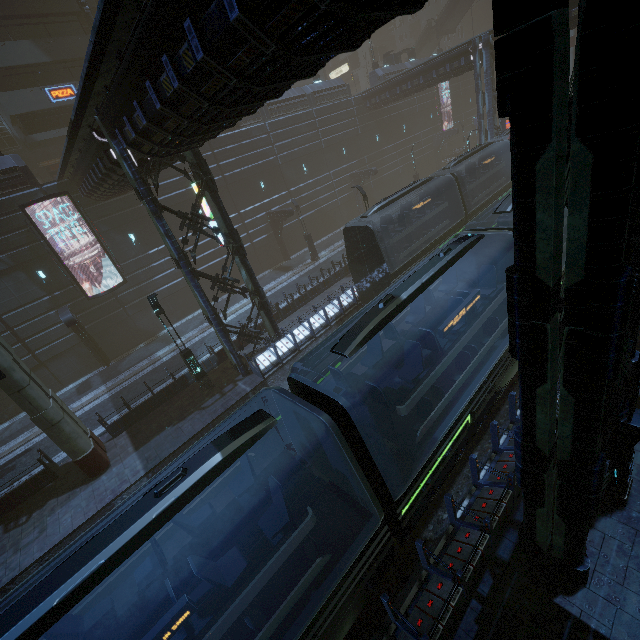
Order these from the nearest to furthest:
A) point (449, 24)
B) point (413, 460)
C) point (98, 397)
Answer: point (413, 460)
point (98, 397)
point (449, 24)

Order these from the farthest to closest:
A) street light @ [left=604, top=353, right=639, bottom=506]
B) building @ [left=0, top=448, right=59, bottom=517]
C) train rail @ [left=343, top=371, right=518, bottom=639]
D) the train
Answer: building @ [left=0, top=448, right=59, bottom=517], train rail @ [left=343, top=371, right=518, bottom=639], street light @ [left=604, top=353, right=639, bottom=506], the train

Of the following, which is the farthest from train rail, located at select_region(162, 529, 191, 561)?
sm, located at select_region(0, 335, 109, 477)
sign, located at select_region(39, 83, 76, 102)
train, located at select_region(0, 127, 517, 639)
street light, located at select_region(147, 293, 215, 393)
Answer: sign, located at select_region(39, 83, 76, 102)

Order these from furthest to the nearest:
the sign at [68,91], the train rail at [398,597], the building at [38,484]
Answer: the sign at [68,91] < the building at [38,484] < the train rail at [398,597]

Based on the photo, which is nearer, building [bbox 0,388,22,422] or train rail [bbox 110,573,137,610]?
train rail [bbox 110,573,137,610]

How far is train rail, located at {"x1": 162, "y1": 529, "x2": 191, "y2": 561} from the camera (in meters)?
10.66

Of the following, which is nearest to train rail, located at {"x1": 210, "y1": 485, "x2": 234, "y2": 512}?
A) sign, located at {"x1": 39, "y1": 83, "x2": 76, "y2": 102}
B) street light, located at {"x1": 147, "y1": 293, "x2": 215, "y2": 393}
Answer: street light, located at {"x1": 147, "y1": 293, "x2": 215, "y2": 393}

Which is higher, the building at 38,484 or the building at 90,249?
the building at 90,249
